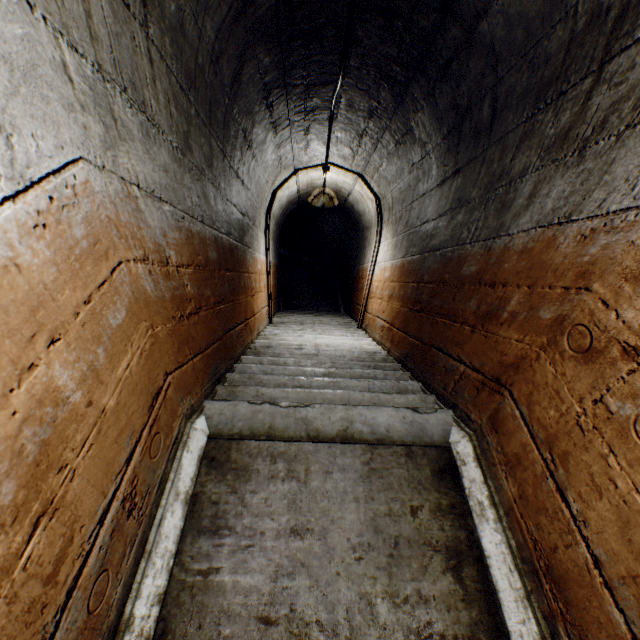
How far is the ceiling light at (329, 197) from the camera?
4.51m

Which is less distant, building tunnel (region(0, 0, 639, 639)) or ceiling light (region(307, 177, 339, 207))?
building tunnel (region(0, 0, 639, 639))

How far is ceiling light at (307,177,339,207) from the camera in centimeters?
451cm

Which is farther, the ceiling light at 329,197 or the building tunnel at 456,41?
the ceiling light at 329,197

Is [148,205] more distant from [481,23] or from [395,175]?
[395,175]
